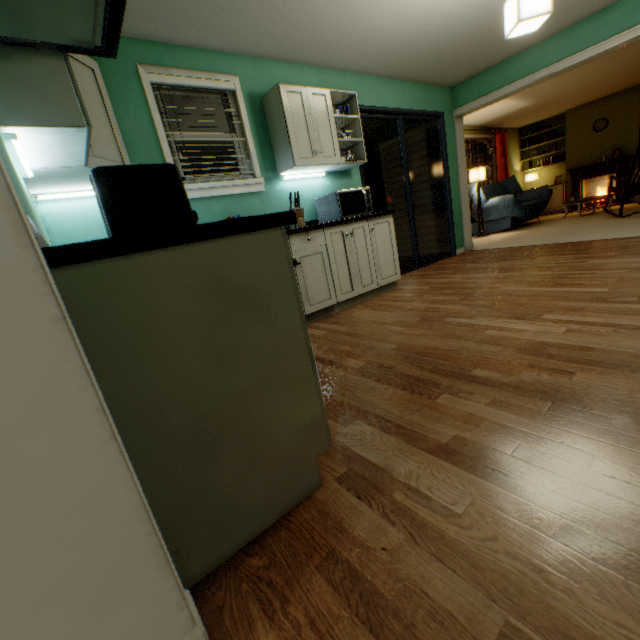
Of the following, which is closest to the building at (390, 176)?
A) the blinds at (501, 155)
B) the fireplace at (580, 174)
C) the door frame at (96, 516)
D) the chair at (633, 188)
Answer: the blinds at (501, 155)

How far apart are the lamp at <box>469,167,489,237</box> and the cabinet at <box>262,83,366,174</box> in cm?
445

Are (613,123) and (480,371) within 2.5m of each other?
no

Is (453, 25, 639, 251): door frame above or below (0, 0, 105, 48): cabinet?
above

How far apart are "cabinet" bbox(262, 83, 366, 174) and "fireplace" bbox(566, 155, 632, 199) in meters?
7.8

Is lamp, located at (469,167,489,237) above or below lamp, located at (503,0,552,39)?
below

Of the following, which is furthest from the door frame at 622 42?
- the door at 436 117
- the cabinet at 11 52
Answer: the cabinet at 11 52

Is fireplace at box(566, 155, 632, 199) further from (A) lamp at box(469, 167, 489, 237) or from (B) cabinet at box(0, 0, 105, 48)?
(B) cabinet at box(0, 0, 105, 48)
